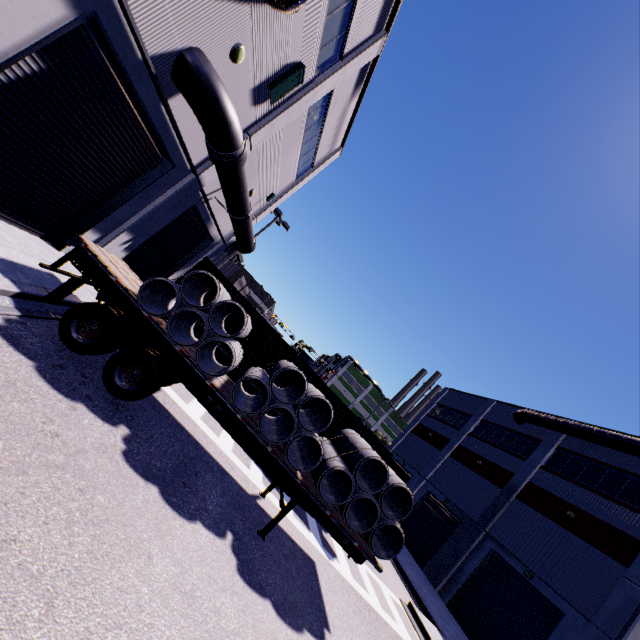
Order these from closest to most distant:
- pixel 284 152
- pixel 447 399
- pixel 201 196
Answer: pixel 201 196 → pixel 284 152 → pixel 447 399

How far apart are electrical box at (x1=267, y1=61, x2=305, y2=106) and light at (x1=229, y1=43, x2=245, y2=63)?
1.94m

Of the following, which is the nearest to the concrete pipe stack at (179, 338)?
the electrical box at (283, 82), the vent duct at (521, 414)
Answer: the vent duct at (521, 414)

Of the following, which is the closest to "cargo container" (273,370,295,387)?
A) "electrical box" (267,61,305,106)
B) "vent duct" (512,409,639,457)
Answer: "vent duct" (512,409,639,457)

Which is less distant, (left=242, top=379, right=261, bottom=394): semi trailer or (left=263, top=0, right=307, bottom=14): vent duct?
(left=263, top=0, right=307, bottom=14): vent duct

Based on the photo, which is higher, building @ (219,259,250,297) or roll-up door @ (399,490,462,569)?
building @ (219,259,250,297)

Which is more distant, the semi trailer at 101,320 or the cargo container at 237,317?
the cargo container at 237,317

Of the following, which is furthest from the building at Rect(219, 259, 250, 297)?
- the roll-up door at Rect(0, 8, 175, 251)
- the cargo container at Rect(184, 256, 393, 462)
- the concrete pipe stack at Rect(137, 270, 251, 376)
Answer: the concrete pipe stack at Rect(137, 270, 251, 376)
